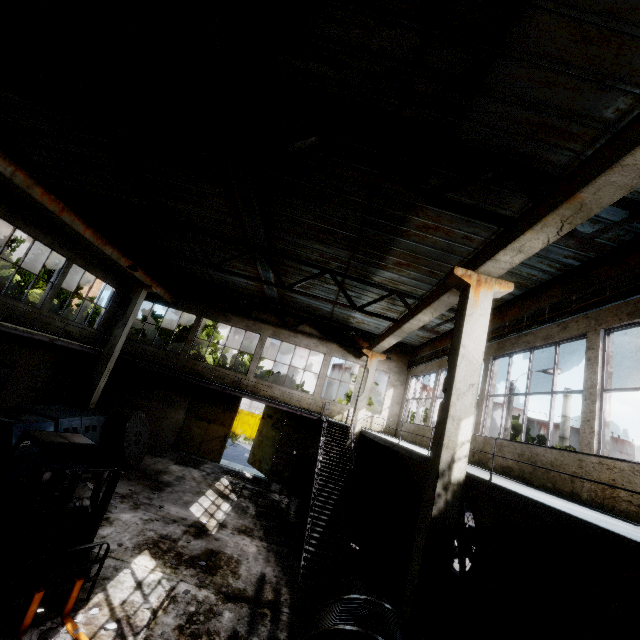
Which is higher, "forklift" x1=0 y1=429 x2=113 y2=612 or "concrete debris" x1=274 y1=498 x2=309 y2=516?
"forklift" x1=0 y1=429 x2=113 y2=612

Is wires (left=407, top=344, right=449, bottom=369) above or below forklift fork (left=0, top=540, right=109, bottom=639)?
above

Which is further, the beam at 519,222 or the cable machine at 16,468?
the cable machine at 16,468

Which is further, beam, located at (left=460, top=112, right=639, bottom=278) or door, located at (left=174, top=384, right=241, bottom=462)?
door, located at (left=174, top=384, right=241, bottom=462)

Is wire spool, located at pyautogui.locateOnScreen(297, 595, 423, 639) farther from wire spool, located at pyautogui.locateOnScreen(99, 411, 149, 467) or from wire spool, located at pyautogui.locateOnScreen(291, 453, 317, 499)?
wire spool, located at pyautogui.locateOnScreen(291, 453, 317, 499)

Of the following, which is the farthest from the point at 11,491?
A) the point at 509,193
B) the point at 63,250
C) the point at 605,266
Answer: the point at 605,266

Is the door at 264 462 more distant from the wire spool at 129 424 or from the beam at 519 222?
the wire spool at 129 424

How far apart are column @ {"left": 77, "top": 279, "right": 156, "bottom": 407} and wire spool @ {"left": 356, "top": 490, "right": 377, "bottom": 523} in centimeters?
1241cm
